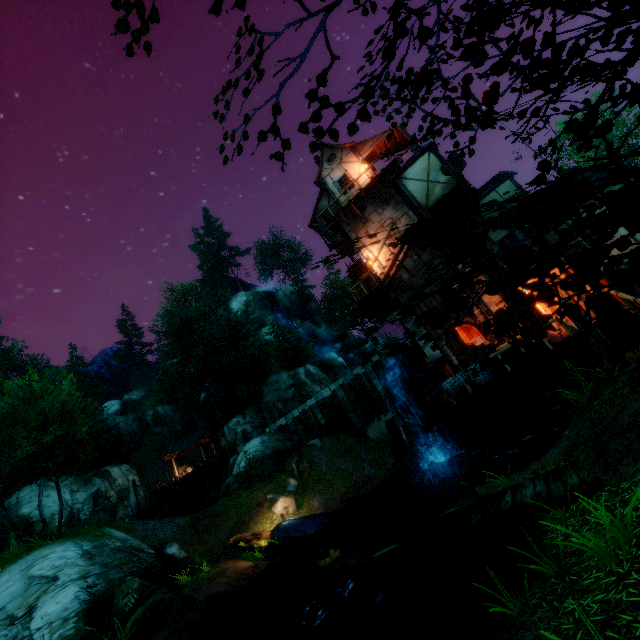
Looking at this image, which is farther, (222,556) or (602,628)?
(222,556)

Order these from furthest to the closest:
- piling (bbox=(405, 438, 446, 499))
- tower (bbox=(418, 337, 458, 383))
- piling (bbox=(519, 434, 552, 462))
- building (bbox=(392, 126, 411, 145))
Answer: building (bbox=(392, 126, 411, 145)), piling (bbox=(405, 438, 446, 499)), tower (bbox=(418, 337, 458, 383)), piling (bbox=(519, 434, 552, 462))

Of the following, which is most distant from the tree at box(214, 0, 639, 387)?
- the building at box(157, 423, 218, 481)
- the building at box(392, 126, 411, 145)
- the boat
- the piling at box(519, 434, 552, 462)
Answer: the building at box(392, 126, 411, 145)

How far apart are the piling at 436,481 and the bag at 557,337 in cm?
1016

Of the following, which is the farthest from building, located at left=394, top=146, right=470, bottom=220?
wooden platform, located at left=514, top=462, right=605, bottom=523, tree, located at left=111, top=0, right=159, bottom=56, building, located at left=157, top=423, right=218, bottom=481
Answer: building, located at left=157, top=423, right=218, bottom=481

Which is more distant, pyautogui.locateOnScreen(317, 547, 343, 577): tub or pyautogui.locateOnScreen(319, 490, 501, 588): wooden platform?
pyautogui.locateOnScreen(317, 547, 343, 577): tub

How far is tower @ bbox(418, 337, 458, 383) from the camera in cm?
1659

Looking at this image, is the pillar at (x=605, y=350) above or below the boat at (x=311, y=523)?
above
